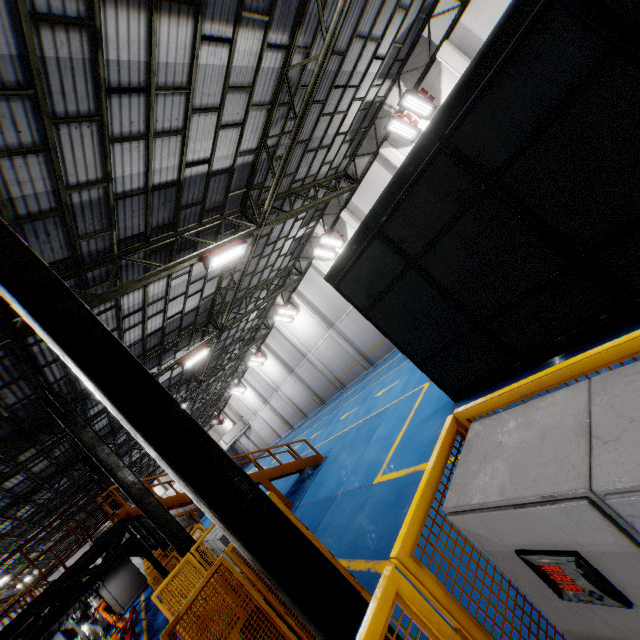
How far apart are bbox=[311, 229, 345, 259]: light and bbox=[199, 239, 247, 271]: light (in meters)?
7.94

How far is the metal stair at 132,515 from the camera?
10.2m

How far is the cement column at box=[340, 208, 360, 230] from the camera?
17.8 meters

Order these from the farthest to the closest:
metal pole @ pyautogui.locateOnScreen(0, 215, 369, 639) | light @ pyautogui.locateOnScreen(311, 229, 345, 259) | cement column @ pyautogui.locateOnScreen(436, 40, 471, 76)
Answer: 1. light @ pyautogui.locateOnScreen(311, 229, 345, 259)
2. cement column @ pyautogui.locateOnScreen(436, 40, 471, 76)
3. metal pole @ pyautogui.locateOnScreen(0, 215, 369, 639)

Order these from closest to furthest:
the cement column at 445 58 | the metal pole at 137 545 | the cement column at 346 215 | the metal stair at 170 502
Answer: the metal pole at 137 545, the metal stair at 170 502, the cement column at 445 58, the cement column at 346 215

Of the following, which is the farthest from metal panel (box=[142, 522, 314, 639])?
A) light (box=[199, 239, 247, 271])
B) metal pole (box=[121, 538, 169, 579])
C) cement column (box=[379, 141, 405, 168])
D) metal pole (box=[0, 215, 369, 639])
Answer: cement column (box=[379, 141, 405, 168])

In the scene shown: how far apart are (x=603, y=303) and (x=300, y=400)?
28.0 meters

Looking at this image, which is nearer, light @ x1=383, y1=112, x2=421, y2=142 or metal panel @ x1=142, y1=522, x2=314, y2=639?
metal panel @ x1=142, y1=522, x2=314, y2=639
